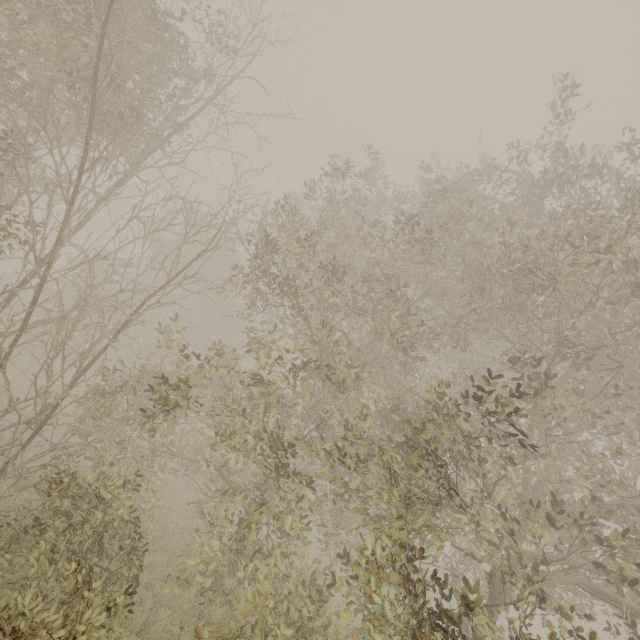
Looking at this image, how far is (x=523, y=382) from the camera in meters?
5.3
